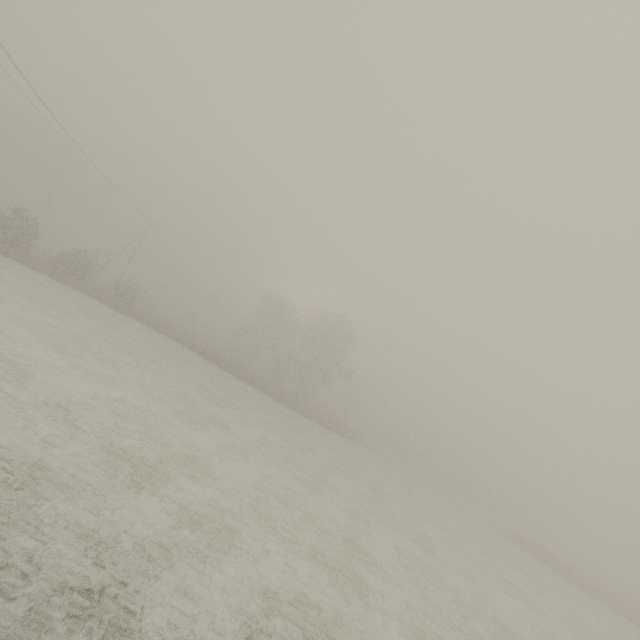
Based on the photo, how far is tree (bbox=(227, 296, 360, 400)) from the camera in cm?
4484

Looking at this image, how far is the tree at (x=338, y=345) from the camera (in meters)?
44.84

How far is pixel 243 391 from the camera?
27.89m
